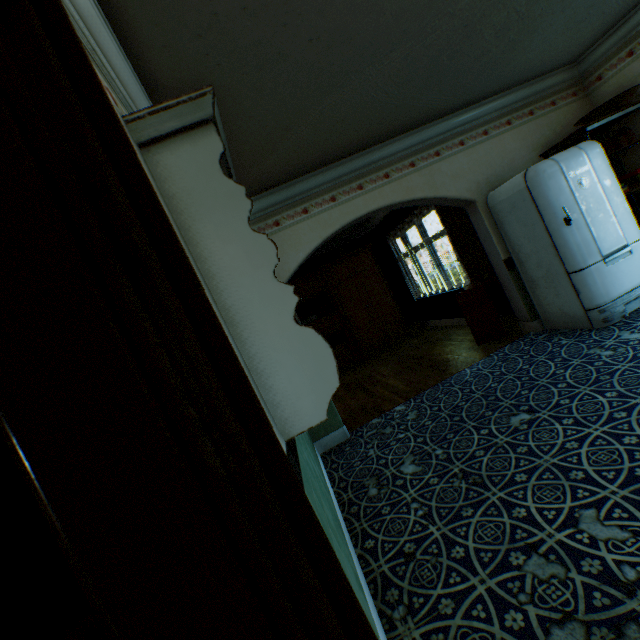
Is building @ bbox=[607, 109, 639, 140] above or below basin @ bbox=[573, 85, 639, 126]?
below

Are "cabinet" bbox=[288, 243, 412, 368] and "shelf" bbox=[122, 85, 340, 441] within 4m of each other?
no

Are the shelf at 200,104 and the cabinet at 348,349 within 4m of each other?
no

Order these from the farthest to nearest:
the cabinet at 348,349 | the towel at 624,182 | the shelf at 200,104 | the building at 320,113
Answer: the cabinet at 348,349, the towel at 624,182, the shelf at 200,104, the building at 320,113

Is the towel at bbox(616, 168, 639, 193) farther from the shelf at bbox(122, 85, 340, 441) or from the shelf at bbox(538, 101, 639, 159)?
the shelf at bbox(122, 85, 340, 441)

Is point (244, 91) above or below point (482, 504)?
above

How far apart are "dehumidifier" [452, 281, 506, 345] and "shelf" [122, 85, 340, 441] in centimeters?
328cm

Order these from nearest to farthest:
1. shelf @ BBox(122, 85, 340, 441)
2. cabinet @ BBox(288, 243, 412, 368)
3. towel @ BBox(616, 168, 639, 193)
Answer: shelf @ BBox(122, 85, 340, 441) → towel @ BBox(616, 168, 639, 193) → cabinet @ BBox(288, 243, 412, 368)
